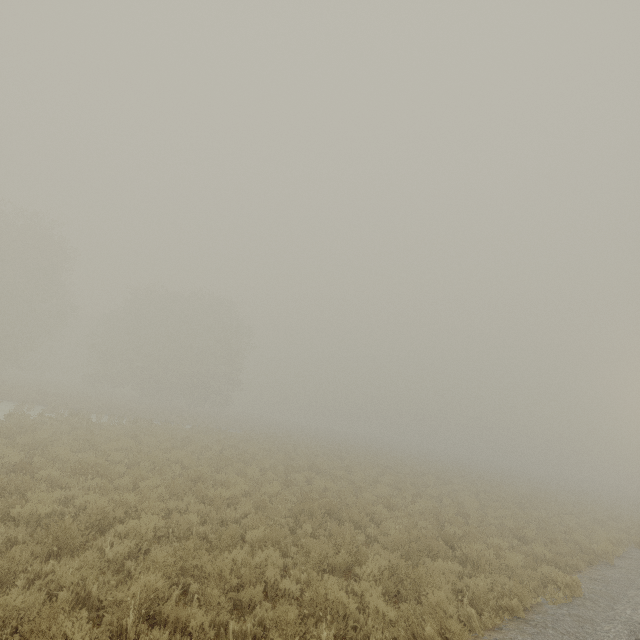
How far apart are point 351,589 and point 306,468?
11.7 meters
